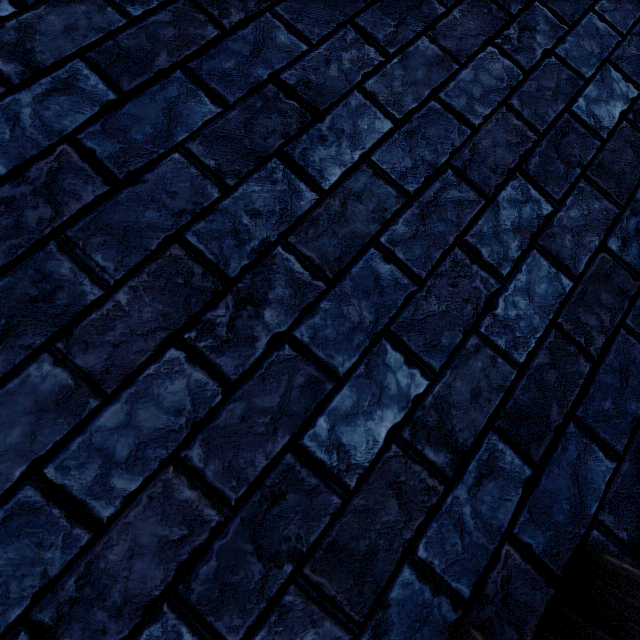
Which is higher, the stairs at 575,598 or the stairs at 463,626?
the stairs at 463,626

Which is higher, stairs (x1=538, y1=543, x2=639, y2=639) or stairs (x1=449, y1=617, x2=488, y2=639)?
stairs (x1=449, y1=617, x2=488, y2=639)

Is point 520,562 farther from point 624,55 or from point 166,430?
point 624,55
